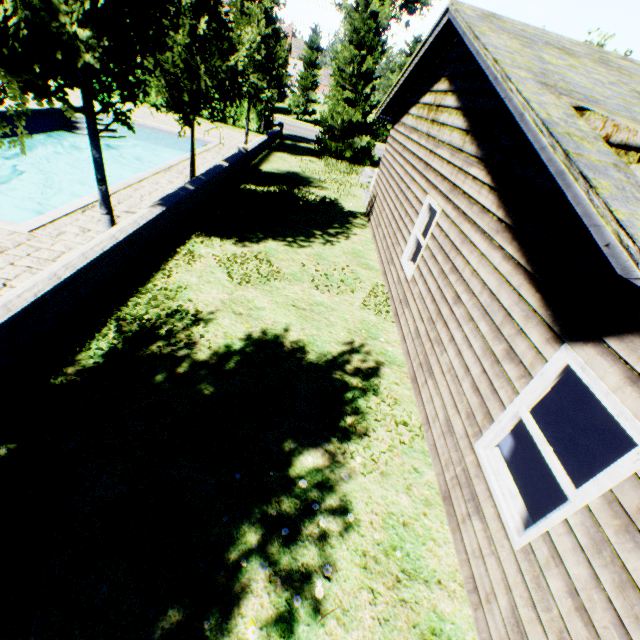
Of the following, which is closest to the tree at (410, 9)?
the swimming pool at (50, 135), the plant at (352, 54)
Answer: the swimming pool at (50, 135)

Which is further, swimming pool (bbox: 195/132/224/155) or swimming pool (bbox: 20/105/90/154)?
swimming pool (bbox: 195/132/224/155)

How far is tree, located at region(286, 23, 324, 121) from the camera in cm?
3491

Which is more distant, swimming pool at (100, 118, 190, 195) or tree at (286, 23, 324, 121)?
tree at (286, 23, 324, 121)

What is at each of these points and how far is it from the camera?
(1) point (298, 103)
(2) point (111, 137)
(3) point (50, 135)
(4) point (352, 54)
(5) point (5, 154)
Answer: (1) tree, 37.7 meters
(2) swimming pool, 17.9 meters
(3) swimming pool, 16.2 meters
(4) plant, 19.2 meters
(5) swimming pool, 14.1 meters

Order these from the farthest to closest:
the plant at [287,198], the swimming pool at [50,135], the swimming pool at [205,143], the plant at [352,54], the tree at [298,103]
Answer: the tree at [298,103], the plant at [352,54], the swimming pool at [205,143], the swimming pool at [50,135], the plant at [287,198]

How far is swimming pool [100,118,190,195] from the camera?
11.0 meters
